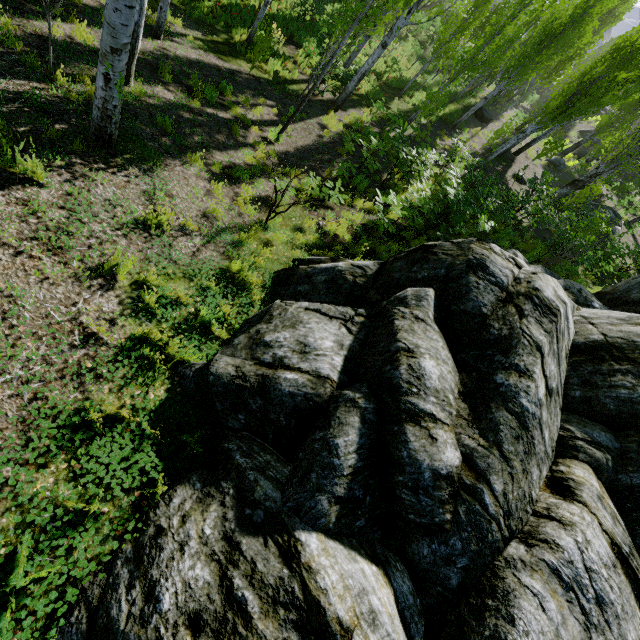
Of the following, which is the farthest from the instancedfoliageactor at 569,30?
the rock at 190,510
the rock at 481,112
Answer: the rock at 481,112

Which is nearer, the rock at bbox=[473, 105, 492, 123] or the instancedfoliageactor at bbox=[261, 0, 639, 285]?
the instancedfoliageactor at bbox=[261, 0, 639, 285]

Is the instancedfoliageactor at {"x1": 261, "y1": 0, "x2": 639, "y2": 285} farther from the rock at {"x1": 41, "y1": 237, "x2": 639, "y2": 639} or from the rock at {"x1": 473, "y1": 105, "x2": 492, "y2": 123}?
the rock at {"x1": 473, "y1": 105, "x2": 492, "y2": 123}

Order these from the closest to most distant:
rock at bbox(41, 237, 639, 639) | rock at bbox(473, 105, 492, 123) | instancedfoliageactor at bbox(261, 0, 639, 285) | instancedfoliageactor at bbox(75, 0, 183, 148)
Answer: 1. rock at bbox(41, 237, 639, 639)
2. instancedfoliageactor at bbox(75, 0, 183, 148)
3. instancedfoliageactor at bbox(261, 0, 639, 285)
4. rock at bbox(473, 105, 492, 123)

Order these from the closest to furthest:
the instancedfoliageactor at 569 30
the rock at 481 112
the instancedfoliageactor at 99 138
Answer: the instancedfoliageactor at 99 138
the instancedfoliageactor at 569 30
the rock at 481 112

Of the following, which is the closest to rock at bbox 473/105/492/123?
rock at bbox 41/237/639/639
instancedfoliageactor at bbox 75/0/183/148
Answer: instancedfoliageactor at bbox 75/0/183/148

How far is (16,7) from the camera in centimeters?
660cm

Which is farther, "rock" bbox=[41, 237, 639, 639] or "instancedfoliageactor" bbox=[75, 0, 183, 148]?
"instancedfoliageactor" bbox=[75, 0, 183, 148]
